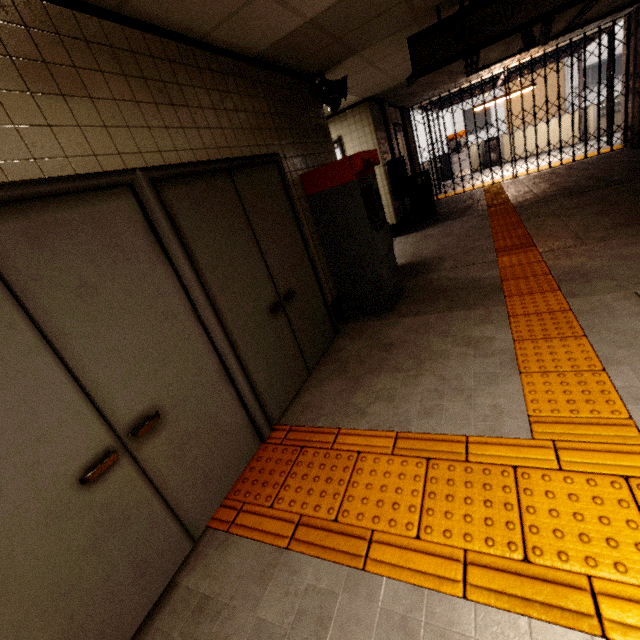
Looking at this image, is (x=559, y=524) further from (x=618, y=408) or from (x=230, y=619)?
(x=230, y=619)

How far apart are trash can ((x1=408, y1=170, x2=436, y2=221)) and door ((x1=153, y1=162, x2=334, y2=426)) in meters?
6.1 m

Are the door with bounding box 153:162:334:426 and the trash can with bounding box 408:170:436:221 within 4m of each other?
no

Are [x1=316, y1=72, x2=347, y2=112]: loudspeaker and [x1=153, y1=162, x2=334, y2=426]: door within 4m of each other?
yes

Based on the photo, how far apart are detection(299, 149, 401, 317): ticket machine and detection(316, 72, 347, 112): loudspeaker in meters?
0.9 m

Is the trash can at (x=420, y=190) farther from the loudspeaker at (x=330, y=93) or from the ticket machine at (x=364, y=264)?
the ticket machine at (x=364, y=264)

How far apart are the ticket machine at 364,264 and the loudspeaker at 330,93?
0.9 meters

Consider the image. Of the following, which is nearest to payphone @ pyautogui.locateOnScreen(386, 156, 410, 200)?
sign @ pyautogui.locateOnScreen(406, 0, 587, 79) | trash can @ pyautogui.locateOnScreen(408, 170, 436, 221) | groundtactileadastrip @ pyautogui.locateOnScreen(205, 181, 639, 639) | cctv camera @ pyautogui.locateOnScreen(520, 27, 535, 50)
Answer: trash can @ pyautogui.locateOnScreen(408, 170, 436, 221)
